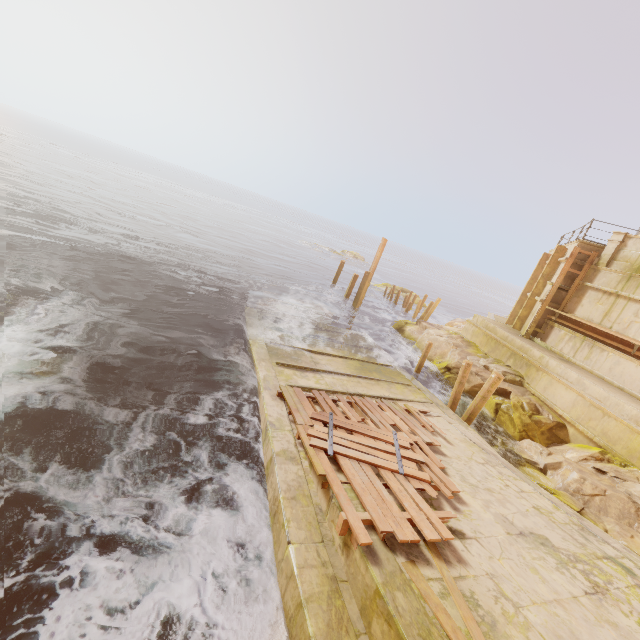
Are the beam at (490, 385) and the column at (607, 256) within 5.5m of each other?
no

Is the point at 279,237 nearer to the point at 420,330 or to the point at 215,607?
the point at 420,330

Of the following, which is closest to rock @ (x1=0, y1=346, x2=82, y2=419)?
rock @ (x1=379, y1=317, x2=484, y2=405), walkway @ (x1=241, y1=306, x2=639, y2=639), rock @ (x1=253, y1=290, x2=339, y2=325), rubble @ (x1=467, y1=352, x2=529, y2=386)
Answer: walkway @ (x1=241, y1=306, x2=639, y2=639)

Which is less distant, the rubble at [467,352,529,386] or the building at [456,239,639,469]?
the building at [456,239,639,469]

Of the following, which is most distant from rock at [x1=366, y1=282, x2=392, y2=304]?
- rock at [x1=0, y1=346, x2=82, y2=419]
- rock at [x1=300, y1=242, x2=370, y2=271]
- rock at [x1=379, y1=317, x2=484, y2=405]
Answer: rock at [x1=0, y1=346, x2=82, y2=419]

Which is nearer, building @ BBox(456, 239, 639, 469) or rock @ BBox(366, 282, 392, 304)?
building @ BBox(456, 239, 639, 469)

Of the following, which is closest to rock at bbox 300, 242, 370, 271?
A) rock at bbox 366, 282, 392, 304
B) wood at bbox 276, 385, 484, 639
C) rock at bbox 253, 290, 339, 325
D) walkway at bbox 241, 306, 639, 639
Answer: rock at bbox 366, 282, 392, 304

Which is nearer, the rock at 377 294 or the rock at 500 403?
the rock at 500 403
